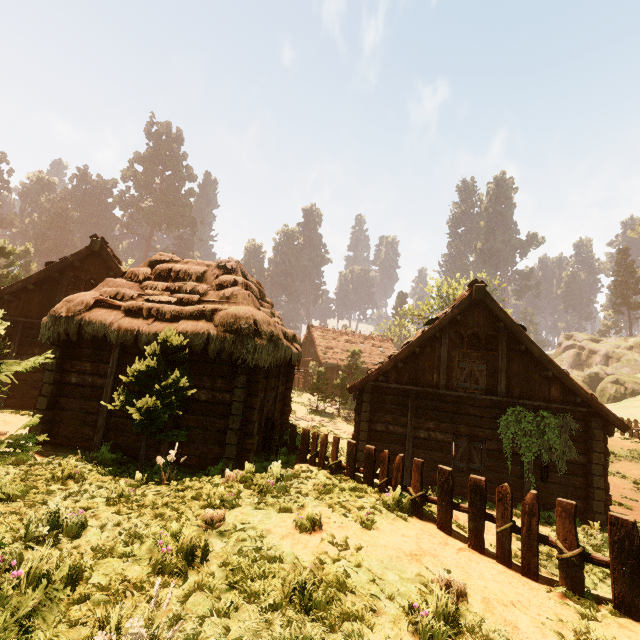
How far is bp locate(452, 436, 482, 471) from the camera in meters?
11.6 m

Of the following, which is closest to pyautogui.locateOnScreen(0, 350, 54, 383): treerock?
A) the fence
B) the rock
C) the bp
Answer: the rock

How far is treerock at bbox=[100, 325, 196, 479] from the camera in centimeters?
728cm

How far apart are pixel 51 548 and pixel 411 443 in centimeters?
1069cm

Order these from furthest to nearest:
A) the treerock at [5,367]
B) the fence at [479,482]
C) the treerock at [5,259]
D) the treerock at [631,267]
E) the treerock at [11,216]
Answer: the treerock at [11,216] < the treerock at [631,267] < the treerock at [5,259] < the fence at [479,482] < the treerock at [5,367]

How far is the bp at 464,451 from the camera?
11.6 meters
